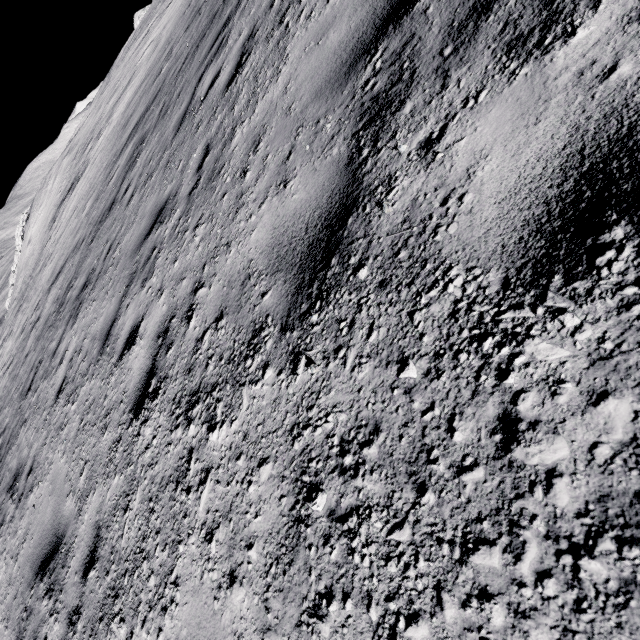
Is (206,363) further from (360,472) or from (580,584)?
(580,584)
